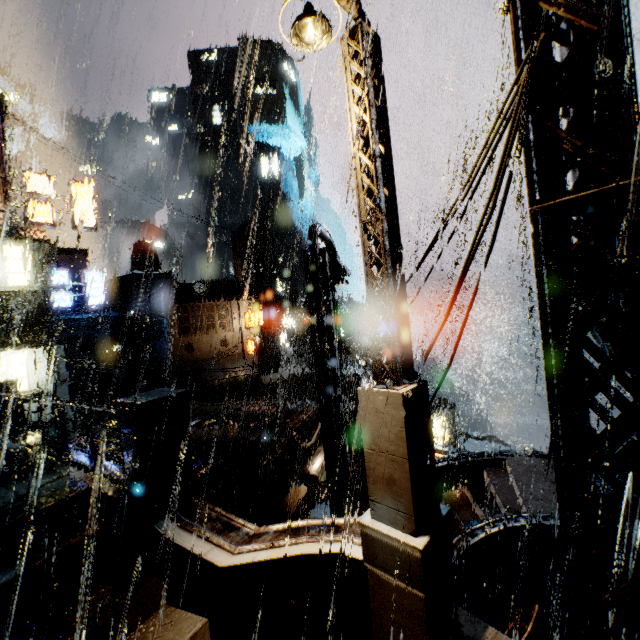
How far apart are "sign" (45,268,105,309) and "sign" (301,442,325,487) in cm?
2140

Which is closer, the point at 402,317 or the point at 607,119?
the point at 607,119

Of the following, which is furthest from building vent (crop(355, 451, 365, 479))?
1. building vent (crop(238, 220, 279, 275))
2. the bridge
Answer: building vent (crop(238, 220, 279, 275))

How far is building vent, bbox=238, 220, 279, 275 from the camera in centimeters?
5416cm

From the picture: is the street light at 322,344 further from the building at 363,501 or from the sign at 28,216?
the sign at 28,216

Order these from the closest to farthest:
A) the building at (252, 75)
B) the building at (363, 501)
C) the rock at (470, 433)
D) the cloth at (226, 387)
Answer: the building at (363, 501), the cloth at (226, 387), the rock at (470, 433), the building at (252, 75)

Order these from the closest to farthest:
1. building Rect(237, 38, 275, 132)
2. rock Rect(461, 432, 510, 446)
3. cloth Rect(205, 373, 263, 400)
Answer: cloth Rect(205, 373, 263, 400) → rock Rect(461, 432, 510, 446) → building Rect(237, 38, 275, 132)

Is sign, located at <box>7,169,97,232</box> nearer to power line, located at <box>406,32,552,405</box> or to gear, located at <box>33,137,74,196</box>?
power line, located at <box>406,32,552,405</box>
